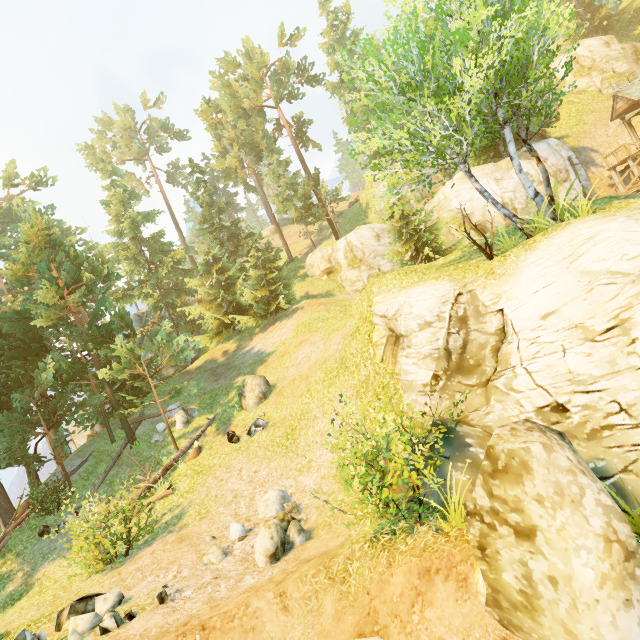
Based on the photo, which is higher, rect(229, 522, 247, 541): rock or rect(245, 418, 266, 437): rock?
rect(245, 418, 266, 437): rock

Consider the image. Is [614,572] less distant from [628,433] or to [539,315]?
[628,433]

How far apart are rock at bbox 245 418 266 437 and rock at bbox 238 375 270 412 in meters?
1.0 m

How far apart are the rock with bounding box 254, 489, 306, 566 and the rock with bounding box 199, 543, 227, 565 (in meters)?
0.80

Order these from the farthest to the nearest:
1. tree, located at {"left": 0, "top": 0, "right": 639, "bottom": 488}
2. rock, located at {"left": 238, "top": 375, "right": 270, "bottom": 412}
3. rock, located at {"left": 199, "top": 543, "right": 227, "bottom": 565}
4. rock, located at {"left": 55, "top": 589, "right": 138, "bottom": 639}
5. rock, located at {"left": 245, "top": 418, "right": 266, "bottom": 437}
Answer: rock, located at {"left": 238, "top": 375, "right": 270, "bottom": 412} → rock, located at {"left": 245, "top": 418, "right": 266, "bottom": 437} → tree, located at {"left": 0, "top": 0, "right": 639, "bottom": 488} → rock, located at {"left": 199, "top": 543, "right": 227, "bottom": 565} → rock, located at {"left": 55, "top": 589, "right": 138, "bottom": 639}

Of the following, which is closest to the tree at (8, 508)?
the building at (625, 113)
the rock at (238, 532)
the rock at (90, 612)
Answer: the building at (625, 113)

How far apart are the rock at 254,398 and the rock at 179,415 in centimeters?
329cm

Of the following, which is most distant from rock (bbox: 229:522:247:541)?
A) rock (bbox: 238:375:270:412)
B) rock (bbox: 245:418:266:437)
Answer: rock (bbox: 238:375:270:412)
